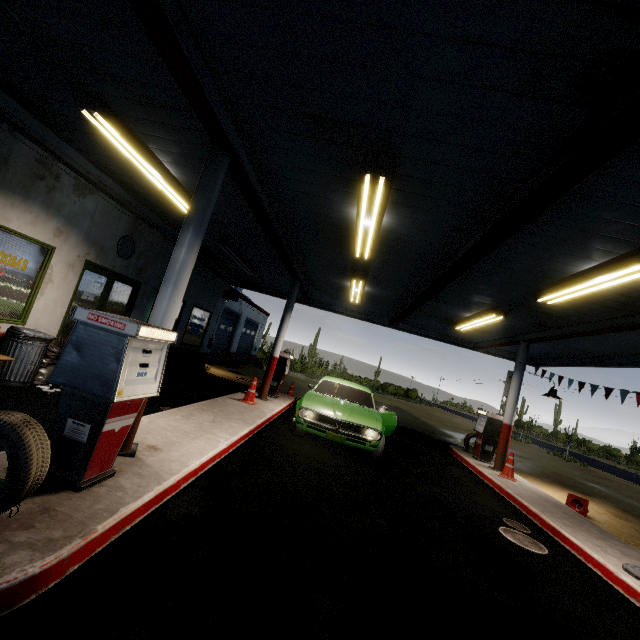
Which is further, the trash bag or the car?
the car

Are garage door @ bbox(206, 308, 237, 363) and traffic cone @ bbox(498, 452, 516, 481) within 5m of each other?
no

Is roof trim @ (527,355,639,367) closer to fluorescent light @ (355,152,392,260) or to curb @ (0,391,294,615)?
fluorescent light @ (355,152,392,260)

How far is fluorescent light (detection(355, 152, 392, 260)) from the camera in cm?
366

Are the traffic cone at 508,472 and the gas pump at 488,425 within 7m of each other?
yes

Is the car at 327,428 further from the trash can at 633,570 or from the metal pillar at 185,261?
the trash can at 633,570

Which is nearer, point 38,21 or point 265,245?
point 38,21

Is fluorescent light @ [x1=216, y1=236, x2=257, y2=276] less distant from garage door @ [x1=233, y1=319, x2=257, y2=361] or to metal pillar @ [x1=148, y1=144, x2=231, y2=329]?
metal pillar @ [x1=148, y1=144, x2=231, y2=329]
